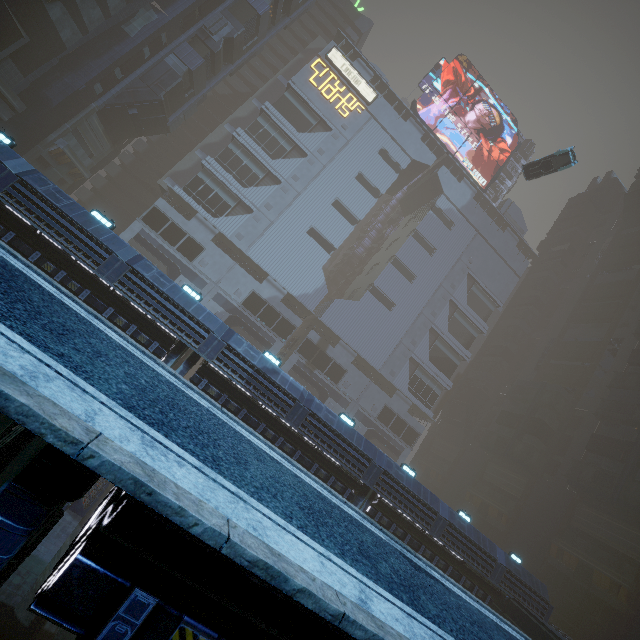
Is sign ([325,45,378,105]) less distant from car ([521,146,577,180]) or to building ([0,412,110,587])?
building ([0,412,110,587])

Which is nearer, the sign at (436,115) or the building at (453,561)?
the building at (453,561)

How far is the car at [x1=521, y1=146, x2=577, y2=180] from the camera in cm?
2753

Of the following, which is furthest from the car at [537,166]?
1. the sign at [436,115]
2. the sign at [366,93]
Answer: the sign at [366,93]

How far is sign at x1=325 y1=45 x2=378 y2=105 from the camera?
48.22m

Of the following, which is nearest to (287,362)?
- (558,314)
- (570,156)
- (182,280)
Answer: (182,280)

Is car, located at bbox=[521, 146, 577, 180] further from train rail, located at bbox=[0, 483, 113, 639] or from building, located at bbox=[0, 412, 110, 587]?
train rail, located at bbox=[0, 483, 113, 639]

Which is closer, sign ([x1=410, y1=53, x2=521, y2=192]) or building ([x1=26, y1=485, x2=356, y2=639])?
building ([x1=26, y1=485, x2=356, y2=639])
